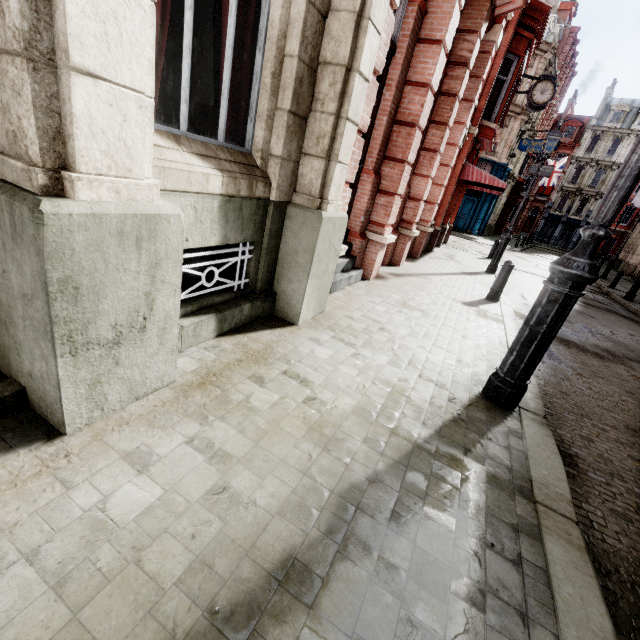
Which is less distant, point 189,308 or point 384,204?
point 189,308

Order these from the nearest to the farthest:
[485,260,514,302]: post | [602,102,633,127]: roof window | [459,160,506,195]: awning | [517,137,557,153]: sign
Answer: [485,260,514,302]: post → [459,160,506,195]: awning → [517,137,557,153]: sign → [602,102,633,127]: roof window

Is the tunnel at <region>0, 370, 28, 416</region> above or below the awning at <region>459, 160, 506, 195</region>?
below

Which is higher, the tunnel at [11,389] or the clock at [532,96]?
the clock at [532,96]

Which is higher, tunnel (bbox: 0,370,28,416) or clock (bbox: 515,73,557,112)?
clock (bbox: 515,73,557,112)

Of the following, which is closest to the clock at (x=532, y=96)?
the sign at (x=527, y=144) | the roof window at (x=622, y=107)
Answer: the sign at (x=527, y=144)

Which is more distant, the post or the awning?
the awning

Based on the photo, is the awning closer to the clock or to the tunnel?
the clock
